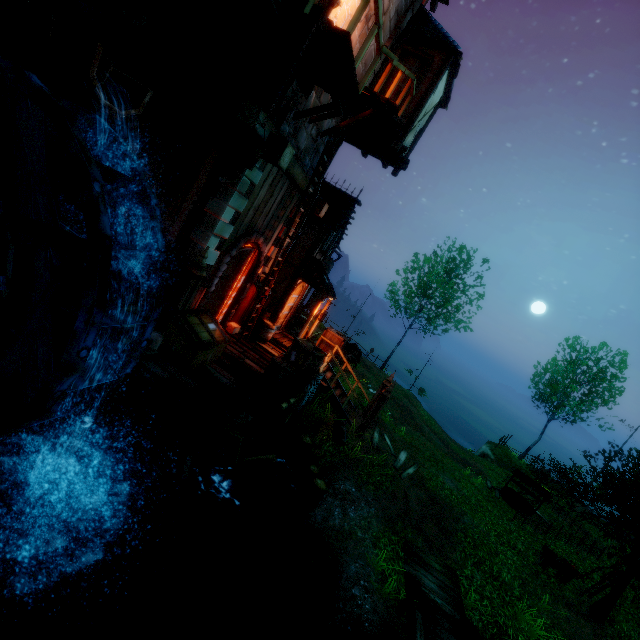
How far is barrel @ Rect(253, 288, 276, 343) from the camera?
11.7 meters

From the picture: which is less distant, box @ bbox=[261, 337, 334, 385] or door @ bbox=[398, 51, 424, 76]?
box @ bbox=[261, 337, 334, 385]

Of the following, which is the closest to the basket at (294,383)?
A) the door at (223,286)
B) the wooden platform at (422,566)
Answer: the door at (223,286)

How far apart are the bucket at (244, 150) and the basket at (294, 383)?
4.8m

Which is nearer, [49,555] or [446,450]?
[49,555]

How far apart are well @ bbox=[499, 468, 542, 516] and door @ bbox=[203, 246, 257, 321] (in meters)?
16.62

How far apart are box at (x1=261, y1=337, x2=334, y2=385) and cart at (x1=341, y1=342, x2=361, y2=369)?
7.5m

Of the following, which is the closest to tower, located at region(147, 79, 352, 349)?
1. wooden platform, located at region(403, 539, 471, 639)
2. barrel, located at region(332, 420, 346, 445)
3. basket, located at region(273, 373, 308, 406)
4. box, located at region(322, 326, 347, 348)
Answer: basket, located at region(273, 373, 308, 406)
